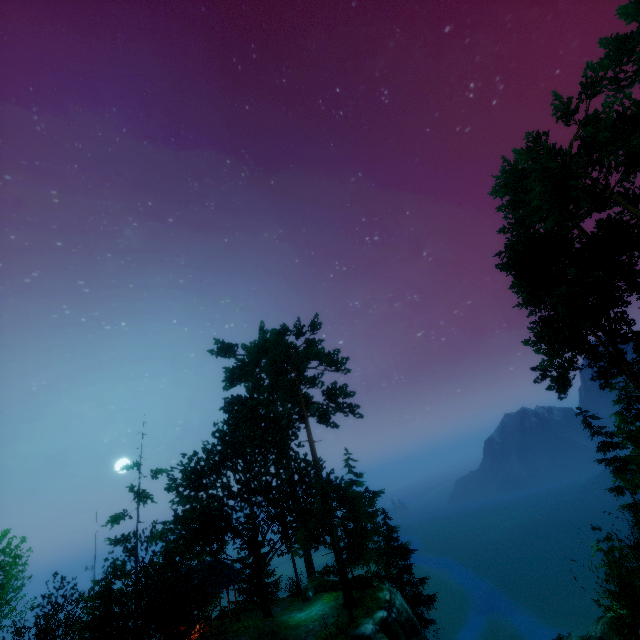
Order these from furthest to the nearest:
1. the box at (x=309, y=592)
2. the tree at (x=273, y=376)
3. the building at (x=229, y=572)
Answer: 1. the box at (x=309, y=592)
2. the building at (x=229, y=572)
3. the tree at (x=273, y=376)

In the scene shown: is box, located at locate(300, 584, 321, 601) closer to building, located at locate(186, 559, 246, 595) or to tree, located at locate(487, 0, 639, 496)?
tree, located at locate(487, 0, 639, 496)

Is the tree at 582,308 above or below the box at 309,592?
above

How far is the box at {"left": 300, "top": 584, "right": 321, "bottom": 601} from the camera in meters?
24.6 m

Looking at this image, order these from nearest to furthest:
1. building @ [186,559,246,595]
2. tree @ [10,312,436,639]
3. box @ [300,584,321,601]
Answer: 1. tree @ [10,312,436,639]
2. building @ [186,559,246,595]
3. box @ [300,584,321,601]

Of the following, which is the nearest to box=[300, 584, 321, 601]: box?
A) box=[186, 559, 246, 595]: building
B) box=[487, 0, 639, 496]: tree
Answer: box=[487, 0, 639, 496]: tree

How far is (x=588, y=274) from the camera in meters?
27.5 m

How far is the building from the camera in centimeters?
2196cm
